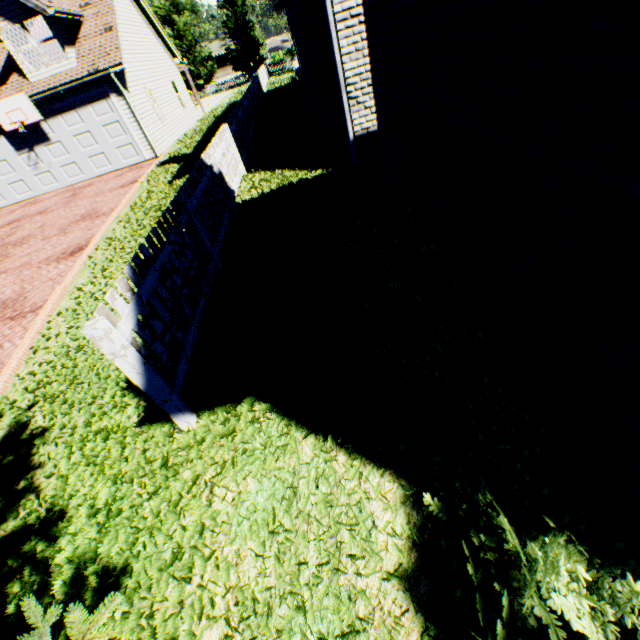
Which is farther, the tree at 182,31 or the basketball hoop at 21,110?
the tree at 182,31

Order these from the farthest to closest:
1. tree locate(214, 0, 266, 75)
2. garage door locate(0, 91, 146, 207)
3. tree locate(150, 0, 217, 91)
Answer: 1. tree locate(214, 0, 266, 75)
2. tree locate(150, 0, 217, 91)
3. garage door locate(0, 91, 146, 207)

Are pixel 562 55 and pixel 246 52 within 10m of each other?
no

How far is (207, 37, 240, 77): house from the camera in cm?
5747

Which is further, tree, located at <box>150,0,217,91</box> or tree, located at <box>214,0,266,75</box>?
tree, located at <box>214,0,266,75</box>

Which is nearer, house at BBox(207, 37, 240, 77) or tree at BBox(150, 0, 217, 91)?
tree at BBox(150, 0, 217, 91)

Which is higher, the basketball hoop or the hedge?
the basketball hoop

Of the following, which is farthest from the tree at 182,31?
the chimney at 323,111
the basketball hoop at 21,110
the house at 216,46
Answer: the basketball hoop at 21,110
